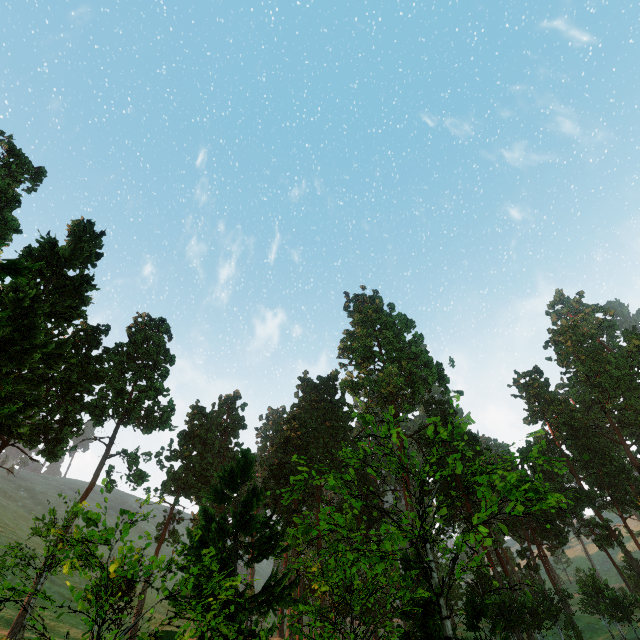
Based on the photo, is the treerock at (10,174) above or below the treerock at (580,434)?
above

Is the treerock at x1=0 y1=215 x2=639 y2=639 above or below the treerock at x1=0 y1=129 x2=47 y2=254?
below

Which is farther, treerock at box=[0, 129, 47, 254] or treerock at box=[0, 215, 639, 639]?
treerock at box=[0, 129, 47, 254]

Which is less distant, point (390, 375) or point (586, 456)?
point (586, 456)

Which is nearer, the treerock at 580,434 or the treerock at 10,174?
the treerock at 580,434
